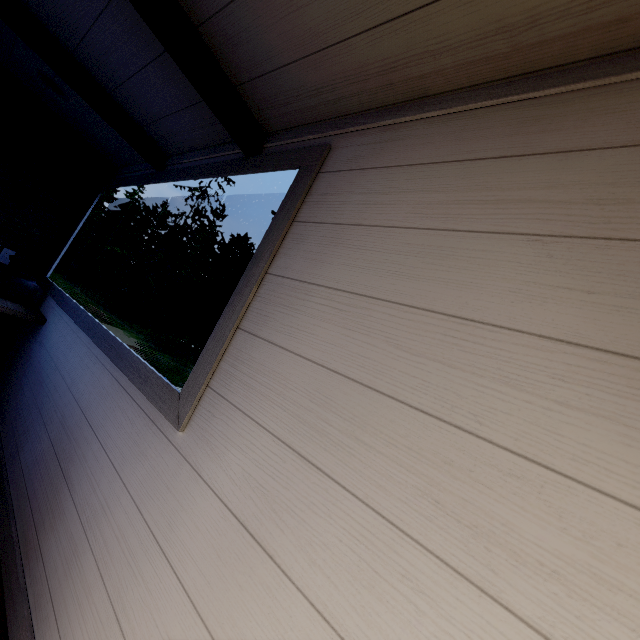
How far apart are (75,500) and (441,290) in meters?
1.5
